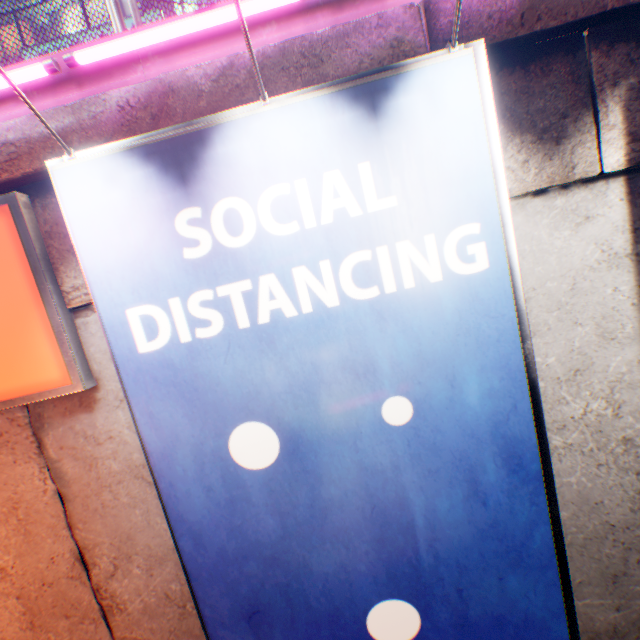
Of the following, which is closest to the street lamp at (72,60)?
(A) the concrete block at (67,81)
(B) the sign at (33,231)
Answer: (A) the concrete block at (67,81)

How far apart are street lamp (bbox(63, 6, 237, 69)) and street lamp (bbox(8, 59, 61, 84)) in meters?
0.1 m

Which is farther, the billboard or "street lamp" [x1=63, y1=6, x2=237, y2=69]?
"street lamp" [x1=63, y1=6, x2=237, y2=69]

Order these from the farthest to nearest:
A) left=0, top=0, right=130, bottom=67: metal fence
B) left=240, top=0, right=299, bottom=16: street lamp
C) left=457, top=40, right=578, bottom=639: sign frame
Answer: left=0, top=0, right=130, bottom=67: metal fence
left=240, top=0, right=299, bottom=16: street lamp
left=457, top=40, right=578, bottom=639: sign frame

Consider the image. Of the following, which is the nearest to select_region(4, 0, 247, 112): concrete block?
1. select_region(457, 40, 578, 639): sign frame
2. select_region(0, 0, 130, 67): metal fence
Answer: select_region(0, 0, 130, 67): metal fence

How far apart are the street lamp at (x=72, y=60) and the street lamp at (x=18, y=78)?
0.1 meters

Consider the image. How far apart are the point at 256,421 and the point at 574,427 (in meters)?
2.77

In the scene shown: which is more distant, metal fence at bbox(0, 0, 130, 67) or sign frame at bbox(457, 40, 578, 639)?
metal fence at bbox(0, 0, 130, 67)
